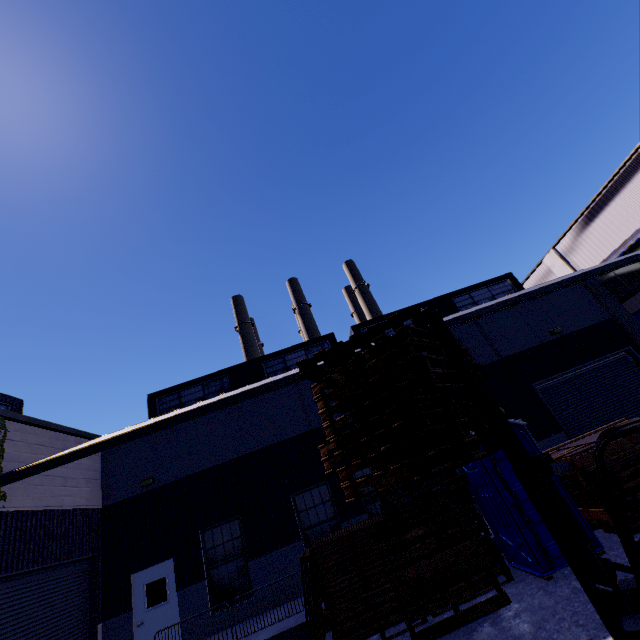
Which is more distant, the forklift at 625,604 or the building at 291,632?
the building at 291,632

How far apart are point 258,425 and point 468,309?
10.70m

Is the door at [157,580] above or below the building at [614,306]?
below

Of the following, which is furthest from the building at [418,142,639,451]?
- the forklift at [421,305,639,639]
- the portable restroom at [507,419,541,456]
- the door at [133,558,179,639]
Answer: the forklift at [421,305,639,639]

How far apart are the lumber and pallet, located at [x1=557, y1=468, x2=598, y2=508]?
0.5 meters

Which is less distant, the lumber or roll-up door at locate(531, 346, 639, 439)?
the lumber

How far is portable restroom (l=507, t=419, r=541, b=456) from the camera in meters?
7.4 m

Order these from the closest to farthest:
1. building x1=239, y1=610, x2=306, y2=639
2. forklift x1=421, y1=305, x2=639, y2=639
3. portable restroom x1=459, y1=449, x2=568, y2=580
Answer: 1. forklift x1=421, y1=305, x2=639, y2=639
2. portable restroom x1=459, y1=449, x2=568, y2=580
3. building x1=239, y1=610, x2=306, y2=639
